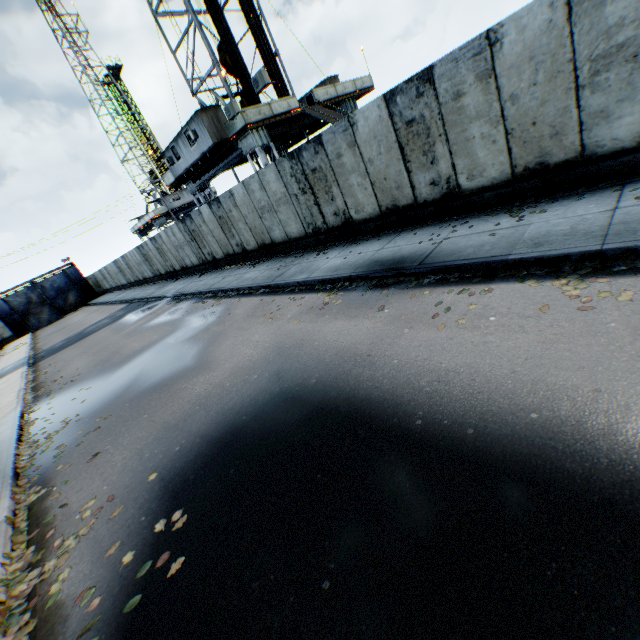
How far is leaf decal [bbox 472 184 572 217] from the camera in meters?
6.7 m

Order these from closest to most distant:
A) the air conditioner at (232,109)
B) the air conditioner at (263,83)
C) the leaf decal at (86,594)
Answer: the leaf decal at (86,594) < the air conditioner at (263,83) < the air conditioner at (232,109)

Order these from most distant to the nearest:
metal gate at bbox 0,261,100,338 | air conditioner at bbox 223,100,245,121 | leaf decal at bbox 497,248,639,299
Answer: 1. metal gate at bbox 0,261,100,338
2. air conditioner at bbox 223,100,245,121
3. leaf decal at bbox 497,248,639,299

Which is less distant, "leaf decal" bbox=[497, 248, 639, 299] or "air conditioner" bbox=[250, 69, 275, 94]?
"leaf decal" bbox=[497, 248, 639, 299]

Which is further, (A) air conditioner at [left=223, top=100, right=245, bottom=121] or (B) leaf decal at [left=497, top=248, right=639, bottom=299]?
(A) air conditioner at [left=223, top=100, right=245, bottom=121]

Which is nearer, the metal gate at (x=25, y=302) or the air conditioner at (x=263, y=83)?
the air conditioner at (x=263, y=83)

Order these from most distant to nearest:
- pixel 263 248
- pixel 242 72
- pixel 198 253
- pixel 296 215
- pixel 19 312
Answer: pixel 19 312 → pixel 242 72 → pixel 198 253 → pixel 263 248 → pixel 296 215

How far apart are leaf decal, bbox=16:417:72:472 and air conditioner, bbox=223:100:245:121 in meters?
14.8
